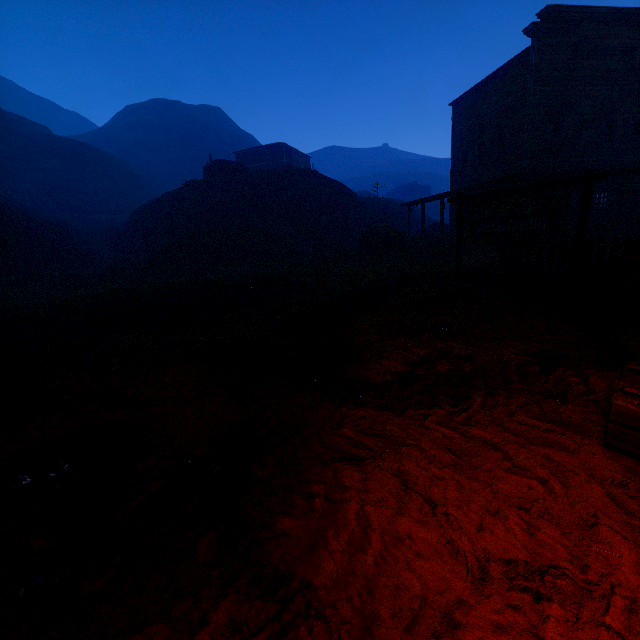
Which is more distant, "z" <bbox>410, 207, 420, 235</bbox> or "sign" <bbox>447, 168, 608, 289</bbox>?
"z" <bbox>410, 207, 420, 235</bbox>

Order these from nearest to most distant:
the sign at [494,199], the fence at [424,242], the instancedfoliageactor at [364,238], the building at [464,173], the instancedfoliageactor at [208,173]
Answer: the sign at [494,199] < the building at [464,173] < the fence at [424,242] < the instancedfoliageactor at [364,238] < the instancedfoliageactor at [208,173]

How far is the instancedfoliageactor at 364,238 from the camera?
20.6 meters

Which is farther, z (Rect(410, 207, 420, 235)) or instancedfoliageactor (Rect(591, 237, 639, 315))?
z (Rect(410, 207, 420, 235))

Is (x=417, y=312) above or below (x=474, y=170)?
below

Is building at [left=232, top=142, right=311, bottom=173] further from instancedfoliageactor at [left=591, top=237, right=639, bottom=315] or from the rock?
instancedfoliageactor at [left=591, top=237, right=639, bottom=315]

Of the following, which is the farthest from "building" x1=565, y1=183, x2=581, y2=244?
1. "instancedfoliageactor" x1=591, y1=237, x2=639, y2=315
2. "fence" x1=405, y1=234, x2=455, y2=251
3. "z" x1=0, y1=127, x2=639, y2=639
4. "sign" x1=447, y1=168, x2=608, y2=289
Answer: "sign" x1=447, y1=168, x2=608, y2=289

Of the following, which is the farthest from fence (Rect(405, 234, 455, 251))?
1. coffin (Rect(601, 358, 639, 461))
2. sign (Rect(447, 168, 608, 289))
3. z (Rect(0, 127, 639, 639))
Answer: coffin (Rect(601, 358, 639, 461))
